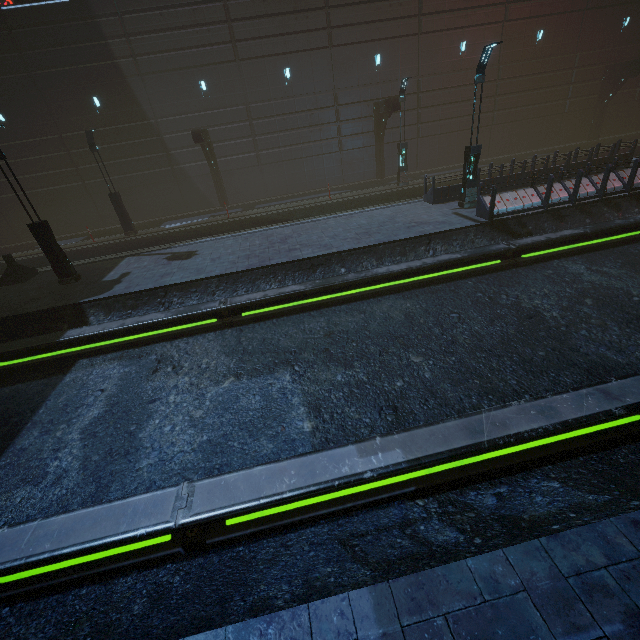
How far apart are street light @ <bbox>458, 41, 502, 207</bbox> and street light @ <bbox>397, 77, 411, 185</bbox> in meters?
6.7 m

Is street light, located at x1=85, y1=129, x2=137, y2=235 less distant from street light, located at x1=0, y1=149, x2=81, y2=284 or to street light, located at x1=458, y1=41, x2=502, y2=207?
street light, located at x1=0, y1=149, x2=81, y2=284

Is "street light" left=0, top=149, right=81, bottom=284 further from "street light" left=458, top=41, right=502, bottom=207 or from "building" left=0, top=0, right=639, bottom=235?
"street light" left=458, top=41, right=502, bottom=207

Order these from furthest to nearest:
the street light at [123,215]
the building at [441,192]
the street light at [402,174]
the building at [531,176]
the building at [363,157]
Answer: the building at [363,157]
the street light at [402,174]
the street light at [123,215]
the building at [441,192]
the building at [531,176]

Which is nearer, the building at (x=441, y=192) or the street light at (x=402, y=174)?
the building at (x=441, y=192)

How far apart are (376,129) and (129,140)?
16.82m

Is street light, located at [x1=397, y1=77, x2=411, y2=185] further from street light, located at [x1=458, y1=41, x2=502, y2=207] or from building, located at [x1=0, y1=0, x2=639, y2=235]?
street light, located at [x1=458, y1=41, x2=502, y2=207]

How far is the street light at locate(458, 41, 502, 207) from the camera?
11.7m
